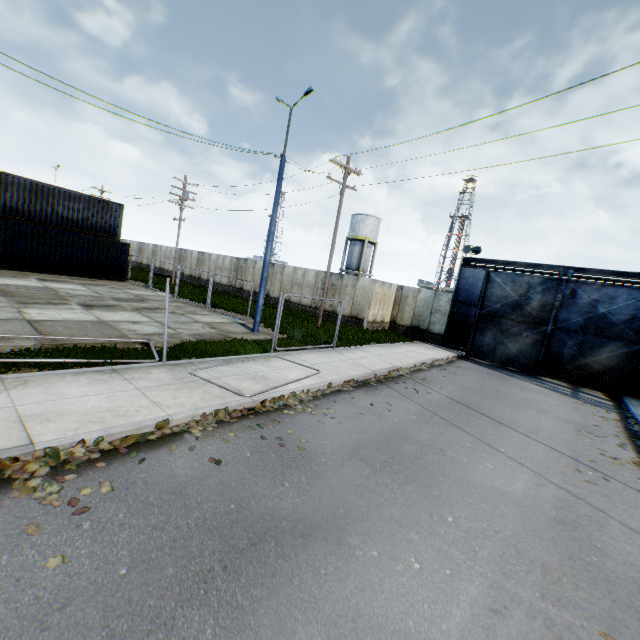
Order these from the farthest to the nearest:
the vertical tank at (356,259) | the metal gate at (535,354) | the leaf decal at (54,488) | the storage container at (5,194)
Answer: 1. the vertical tank at (356,259)
2. the storage container at (5,194)
3. the metal gate at (535,354)
4. the leaf decal at (54,488)

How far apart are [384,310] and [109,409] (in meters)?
19.64

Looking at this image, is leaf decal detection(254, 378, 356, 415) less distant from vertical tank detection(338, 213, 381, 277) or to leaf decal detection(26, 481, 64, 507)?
leaf decal detection(26, 481, 64, 507)

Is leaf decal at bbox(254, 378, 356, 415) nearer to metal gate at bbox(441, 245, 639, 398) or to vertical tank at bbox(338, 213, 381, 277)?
metal gate at bbox(441, 245, 639, 398)

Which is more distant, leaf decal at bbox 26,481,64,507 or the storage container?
the storage container

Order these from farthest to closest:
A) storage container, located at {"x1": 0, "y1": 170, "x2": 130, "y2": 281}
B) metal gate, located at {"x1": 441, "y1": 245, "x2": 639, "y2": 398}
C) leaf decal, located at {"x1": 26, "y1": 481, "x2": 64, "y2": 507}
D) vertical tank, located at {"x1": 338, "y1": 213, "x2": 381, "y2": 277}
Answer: vertical tank, located at {"x1": 338, "y1": 213, "x2": 381, "y2": 277} → storage container, located at {"x1": 0, "y1": 170, "x2": 130, "y2": 281} → metal gate, located at {"x1": 441, "y1": 245, "x2": 639, "y2": 398} → leaf decal, located at {"x1": 26, "y1": 481, "x2": 64, "y2": 507}

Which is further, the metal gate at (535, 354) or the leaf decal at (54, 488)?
the metal gate at (535, 354)

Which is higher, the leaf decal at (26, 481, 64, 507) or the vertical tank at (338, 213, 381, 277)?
the vertical tank at (338, 213, 381, 277)
